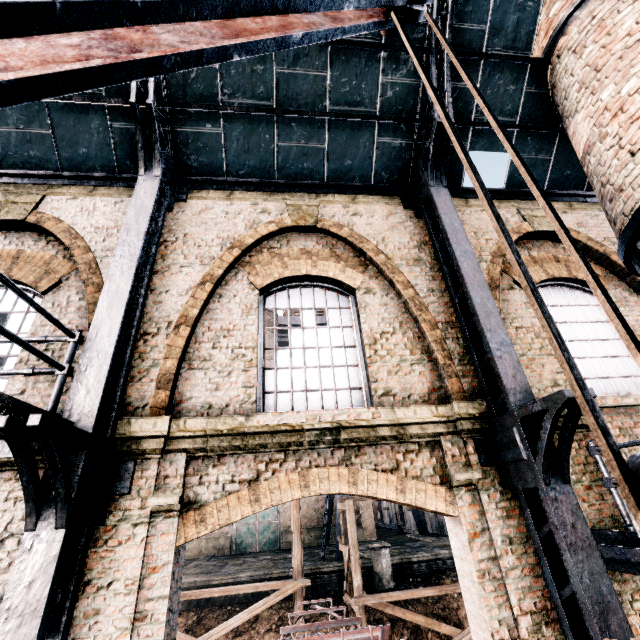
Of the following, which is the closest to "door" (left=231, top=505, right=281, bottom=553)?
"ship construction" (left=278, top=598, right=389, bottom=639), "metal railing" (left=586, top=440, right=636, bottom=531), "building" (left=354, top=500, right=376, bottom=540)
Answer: "building" (left=354, top=500, right=376, bottom=540)

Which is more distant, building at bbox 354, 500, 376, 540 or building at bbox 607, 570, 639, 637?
building at bbox 354, 500, 376, 540

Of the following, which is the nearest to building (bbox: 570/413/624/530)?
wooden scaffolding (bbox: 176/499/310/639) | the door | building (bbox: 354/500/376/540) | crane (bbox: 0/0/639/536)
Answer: crane (bbox: 0/0/639/536)

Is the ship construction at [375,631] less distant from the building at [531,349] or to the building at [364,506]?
the building at [531,349]

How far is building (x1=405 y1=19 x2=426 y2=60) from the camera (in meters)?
7.07

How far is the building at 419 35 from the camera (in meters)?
7.07

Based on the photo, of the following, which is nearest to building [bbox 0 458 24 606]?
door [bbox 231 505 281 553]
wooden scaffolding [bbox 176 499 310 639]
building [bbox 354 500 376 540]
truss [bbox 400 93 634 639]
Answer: truss [bbox 400 93 634 639]

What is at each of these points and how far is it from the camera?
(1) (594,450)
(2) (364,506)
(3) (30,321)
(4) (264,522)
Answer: (1) metal railing, 5.1 meters
(2) building, 29.9 meters
(3) building, 6.0 meters
(4) door, 29.1 meters
